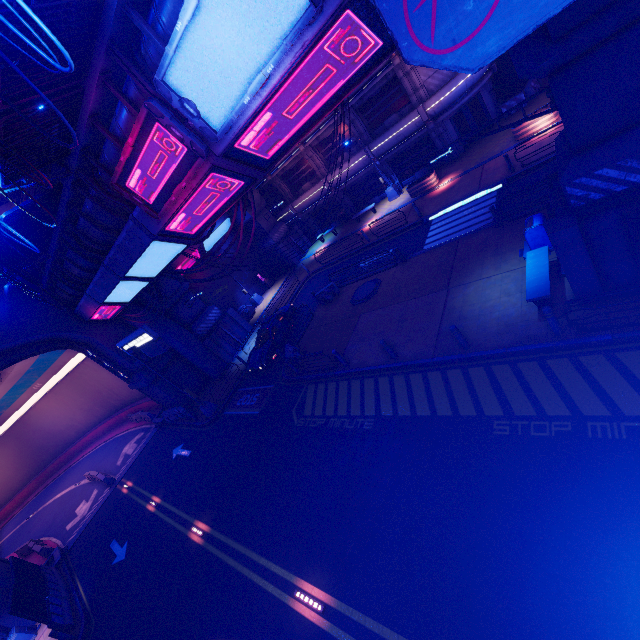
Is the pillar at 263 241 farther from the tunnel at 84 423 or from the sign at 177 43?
the sign at 177 43

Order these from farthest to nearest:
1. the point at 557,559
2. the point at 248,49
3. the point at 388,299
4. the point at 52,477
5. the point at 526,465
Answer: the point at 52,477 → the point at 388,299 → the point at 526,465 → the point at 557,559 → the point at 248,49

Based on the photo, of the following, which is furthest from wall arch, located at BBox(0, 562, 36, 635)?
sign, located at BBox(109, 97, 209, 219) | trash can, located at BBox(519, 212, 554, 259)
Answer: trash can, located at BBox(519, 212, 554, 259)

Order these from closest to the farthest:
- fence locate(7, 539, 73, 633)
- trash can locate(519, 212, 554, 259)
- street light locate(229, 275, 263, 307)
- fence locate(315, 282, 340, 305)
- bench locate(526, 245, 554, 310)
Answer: bench locate(526, 245, 554, 310), trash can locate(519, 212, 554, 259), fence locate(7, 539, 73, 633), fence locate(315, 282, 340, 305), street light locate(229, 275, 263, 307)

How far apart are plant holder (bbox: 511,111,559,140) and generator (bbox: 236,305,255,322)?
23.69m

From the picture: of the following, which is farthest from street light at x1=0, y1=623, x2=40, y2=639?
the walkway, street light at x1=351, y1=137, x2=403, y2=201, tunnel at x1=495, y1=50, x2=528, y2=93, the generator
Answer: tunnel at x1=495, y1=50, x2=528, y2=93

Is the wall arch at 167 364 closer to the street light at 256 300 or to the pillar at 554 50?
the street light at 256 300

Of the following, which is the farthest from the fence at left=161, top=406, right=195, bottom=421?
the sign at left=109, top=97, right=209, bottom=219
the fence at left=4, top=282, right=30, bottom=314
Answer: the sign at left=109, top=97, right=209, bottom=219
